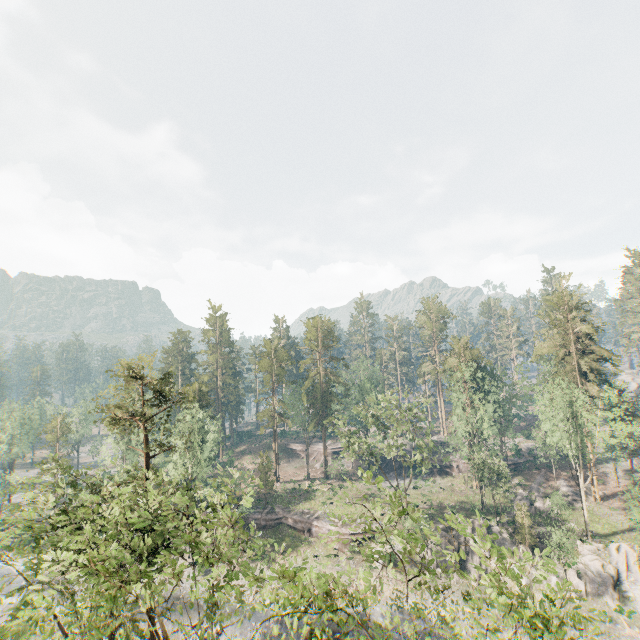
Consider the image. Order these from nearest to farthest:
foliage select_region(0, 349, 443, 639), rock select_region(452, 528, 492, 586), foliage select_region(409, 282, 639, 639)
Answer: foliage select_region(409, 282, 639, 639), foliage select_region(0, 349, 443, 639), rock select_region(452, 528, 492, 586)

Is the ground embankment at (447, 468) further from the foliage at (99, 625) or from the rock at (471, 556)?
the rock at (471, 556)

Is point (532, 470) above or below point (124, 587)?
below

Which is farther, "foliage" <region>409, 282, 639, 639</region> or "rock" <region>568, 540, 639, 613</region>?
"rock" <region>568, 540, 639, 613</region>

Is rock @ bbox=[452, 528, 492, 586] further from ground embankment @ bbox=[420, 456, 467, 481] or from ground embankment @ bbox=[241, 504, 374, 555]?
ground embankment @ bbox=[420, 456, 467, 481]

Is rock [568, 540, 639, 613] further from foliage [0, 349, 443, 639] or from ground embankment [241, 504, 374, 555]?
foliage [0, 349, 443, 639]

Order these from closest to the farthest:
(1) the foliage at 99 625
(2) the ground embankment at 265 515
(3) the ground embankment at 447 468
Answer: (1) the foliage at 99 625 < (2) the ground embankment at 265 515 < (3) the ground embankment at 447 468

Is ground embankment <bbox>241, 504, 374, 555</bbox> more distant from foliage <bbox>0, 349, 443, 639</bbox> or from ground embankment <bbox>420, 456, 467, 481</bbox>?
ground embankment <bbox>420, 456, 467, 481</bbox>
